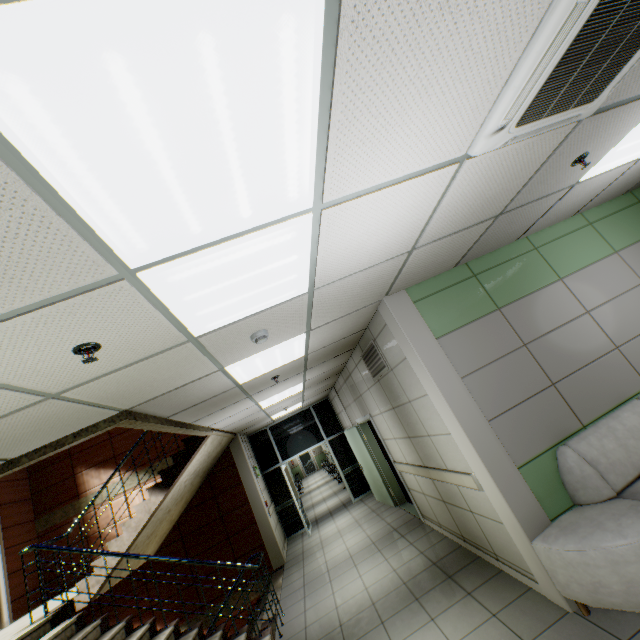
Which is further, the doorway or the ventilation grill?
the doorway

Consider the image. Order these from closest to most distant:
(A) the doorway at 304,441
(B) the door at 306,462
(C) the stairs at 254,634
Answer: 1. (C) the stairs at 254,634
2. (A) the doorway at 304,441
3. (B) the door at 306,462

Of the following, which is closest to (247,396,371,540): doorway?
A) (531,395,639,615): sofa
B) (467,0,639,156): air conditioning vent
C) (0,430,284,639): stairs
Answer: (0,430,284,639): stairs

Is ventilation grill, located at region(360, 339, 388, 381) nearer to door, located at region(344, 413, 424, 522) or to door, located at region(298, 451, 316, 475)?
door, located at region(344, 413, 424, 522)

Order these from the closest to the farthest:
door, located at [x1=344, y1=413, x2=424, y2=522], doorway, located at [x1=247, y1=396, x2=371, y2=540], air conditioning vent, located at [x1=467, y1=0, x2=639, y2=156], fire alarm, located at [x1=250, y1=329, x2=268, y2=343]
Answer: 1. air conditioning vent, located at [x1=467, y1=0, x2=639, y2=156]
2. fire alarm, located at [x1=250, y1=329, x2=268, y2=343]
3. door, located at [x1=344, y1=413, x2=424, y2=522]
4. doorway, located at [x1=247, y1=396, x2=371, y2=540]

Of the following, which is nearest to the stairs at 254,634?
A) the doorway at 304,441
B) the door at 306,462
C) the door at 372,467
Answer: the doorway at 304,441

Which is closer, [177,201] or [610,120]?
[177,201]

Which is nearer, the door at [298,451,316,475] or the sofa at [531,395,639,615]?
the sofa at [531,395,639,615]
